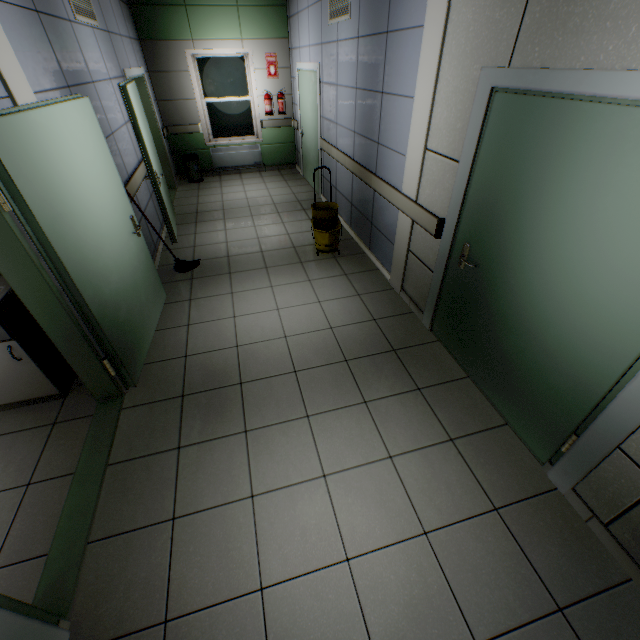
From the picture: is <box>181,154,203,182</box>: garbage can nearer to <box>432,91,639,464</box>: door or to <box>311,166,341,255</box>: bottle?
<box>311,166,341,255</box>: bottle

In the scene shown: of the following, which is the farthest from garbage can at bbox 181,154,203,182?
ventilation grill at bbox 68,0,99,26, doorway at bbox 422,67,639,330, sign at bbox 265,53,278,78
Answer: doorway at bbox 422,67,639,330

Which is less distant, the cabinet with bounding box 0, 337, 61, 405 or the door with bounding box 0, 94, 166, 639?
the door with bounding box 0, 94, 166, 639

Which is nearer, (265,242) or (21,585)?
(21,585)

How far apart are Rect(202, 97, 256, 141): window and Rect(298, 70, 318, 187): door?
1.35m

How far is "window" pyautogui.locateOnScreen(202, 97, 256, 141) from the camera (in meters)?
7.36

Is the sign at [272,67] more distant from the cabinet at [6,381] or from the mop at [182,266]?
the cabinet at [6,381]

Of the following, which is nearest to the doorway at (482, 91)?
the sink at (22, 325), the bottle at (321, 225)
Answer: the bottle at (321, 225)
